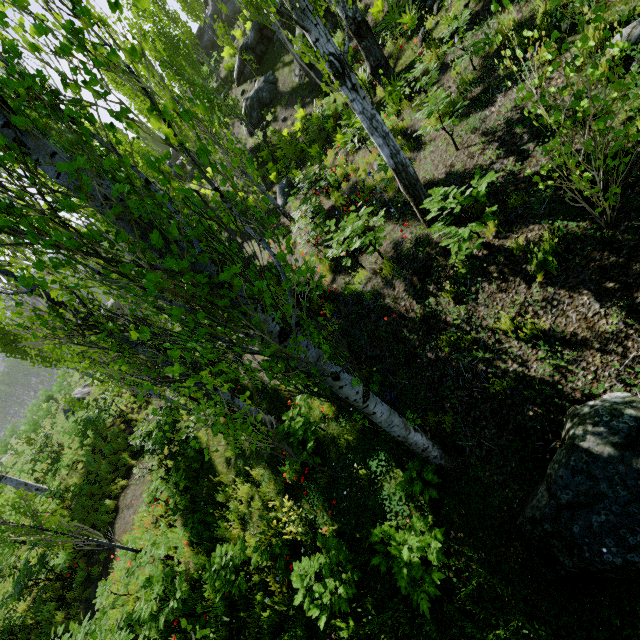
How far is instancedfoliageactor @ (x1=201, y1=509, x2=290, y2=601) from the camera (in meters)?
5.33

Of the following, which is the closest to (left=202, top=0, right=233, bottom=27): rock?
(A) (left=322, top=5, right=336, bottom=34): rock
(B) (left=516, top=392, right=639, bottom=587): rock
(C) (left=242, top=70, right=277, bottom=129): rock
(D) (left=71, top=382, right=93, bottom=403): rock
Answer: (D) (left=71, top=382, right=93, bottom=403): rock

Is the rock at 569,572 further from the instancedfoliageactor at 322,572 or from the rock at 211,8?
the rock at 211,8

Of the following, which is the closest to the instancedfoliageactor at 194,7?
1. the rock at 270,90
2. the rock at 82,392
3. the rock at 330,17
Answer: the rock at 82,392

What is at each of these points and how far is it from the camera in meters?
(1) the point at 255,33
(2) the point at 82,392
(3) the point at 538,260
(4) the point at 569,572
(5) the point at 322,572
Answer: (1) rock, 18.6 m
(2) rock, 23.1 m
(3) instancedfoliageactor, 3.9 m
(4) rock, 2.7 m
(5) instancedfoliageactor, 4.2 m

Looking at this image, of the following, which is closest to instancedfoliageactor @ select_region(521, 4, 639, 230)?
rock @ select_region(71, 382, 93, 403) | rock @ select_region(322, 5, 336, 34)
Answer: rock @ select_region(71, 382, 93, 403)

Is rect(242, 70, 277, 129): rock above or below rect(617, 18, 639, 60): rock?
above

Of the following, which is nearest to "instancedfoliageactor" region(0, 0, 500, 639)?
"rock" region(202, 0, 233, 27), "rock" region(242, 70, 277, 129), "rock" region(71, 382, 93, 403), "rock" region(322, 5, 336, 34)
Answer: "rock" region(71, 382, 93, 403)
